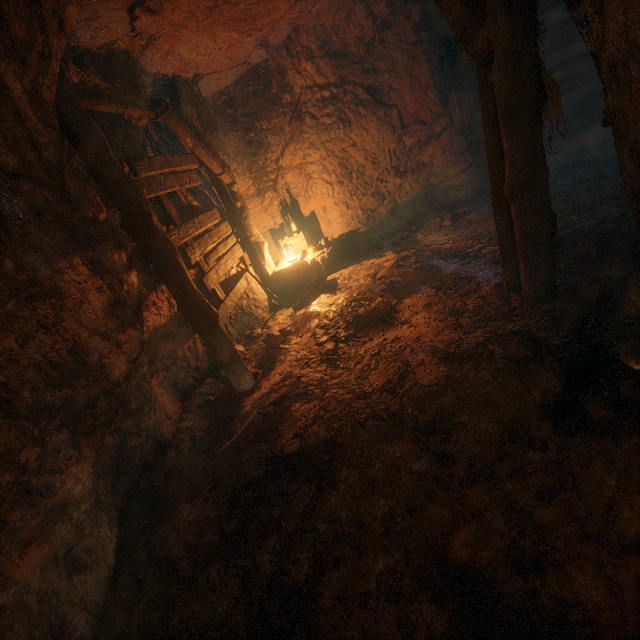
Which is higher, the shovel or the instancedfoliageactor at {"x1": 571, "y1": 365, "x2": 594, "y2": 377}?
the shovel

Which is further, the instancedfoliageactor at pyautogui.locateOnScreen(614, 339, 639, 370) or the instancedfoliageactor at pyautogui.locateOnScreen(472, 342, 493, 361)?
the instancedfoliageactor at pyautogui.locateOnScreen(472, 342, 493, 361)

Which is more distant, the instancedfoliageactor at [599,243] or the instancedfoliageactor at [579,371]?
the instancedfoliageactor at [599,243]

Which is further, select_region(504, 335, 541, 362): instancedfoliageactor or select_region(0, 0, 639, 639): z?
select_region(504, 335, 541, 362): instancedfoliageactor

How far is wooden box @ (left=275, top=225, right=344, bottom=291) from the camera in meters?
7.3

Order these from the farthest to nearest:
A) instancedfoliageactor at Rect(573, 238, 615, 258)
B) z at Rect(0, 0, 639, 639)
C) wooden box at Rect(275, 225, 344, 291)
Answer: wooden box at Rect(275, 225, 344, 291), instancedfoliageactor at Rect(573, 238, 615, 258), z at Rect(0, 0, 639, 639)

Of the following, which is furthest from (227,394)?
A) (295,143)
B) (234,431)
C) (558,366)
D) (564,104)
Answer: (564,104)

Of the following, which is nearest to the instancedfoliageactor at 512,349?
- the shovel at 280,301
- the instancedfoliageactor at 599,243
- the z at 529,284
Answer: the z at 529,284
